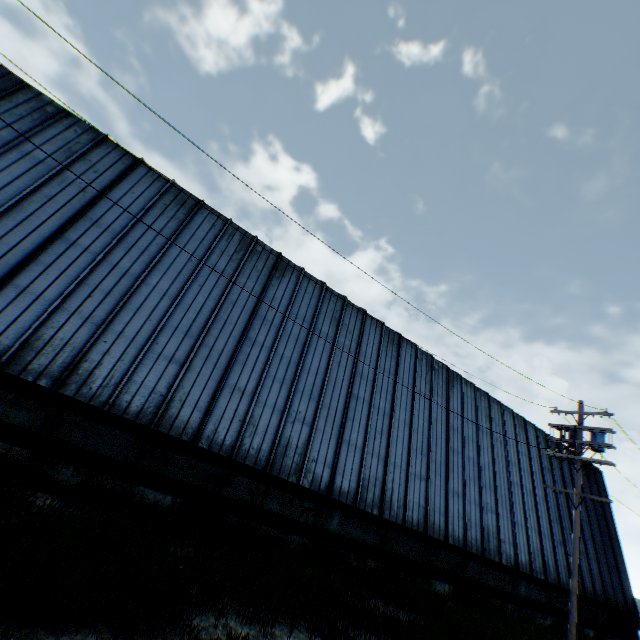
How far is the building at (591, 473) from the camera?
25.3 meters

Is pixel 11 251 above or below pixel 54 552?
Answer: above

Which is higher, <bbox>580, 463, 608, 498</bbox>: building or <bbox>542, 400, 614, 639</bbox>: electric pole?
<bbox>580, 463, 608, 498</bbox>: building

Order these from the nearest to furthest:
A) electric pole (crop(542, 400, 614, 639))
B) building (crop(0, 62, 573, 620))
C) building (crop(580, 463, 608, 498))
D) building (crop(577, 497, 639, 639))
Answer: building (crop(0, 62, 573, 620))
electric pole (crop(542, 400, 614, 639))
building (crop(577, 497, 639, 639))
building (crop(580, 463, 608, 498))

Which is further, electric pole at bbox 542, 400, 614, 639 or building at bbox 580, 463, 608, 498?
building at bbox 580, 463, 608, 498

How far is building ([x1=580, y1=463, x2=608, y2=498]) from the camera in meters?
25.3

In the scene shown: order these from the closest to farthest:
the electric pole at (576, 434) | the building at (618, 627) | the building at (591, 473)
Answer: the electric pole at (576, 434) < the building at (618, 627) < the building at (591, 473)
